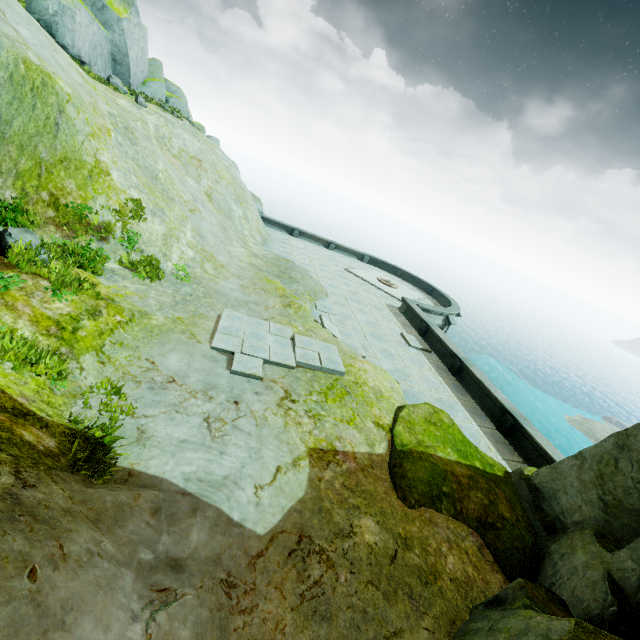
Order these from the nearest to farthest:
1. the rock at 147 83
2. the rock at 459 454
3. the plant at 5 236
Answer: the rock at 459 454
the plant at 5 236
the rock at 147 83

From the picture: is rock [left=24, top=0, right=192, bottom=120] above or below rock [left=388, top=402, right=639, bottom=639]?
above

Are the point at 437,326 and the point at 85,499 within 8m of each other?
no

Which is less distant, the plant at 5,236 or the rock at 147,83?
the plant at 5,236

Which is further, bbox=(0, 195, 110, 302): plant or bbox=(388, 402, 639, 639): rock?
bbox=(0, 195, 110, 302): plant

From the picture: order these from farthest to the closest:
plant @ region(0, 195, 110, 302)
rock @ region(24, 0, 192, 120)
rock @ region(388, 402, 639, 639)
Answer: rock @ region(24, 0, 192, 120) → plant @ region(0, 195, 110, 302) → rock @ region(388, 402, 639, 639)

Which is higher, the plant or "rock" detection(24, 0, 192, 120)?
"rock" detection(24, 0, 192, 120)
